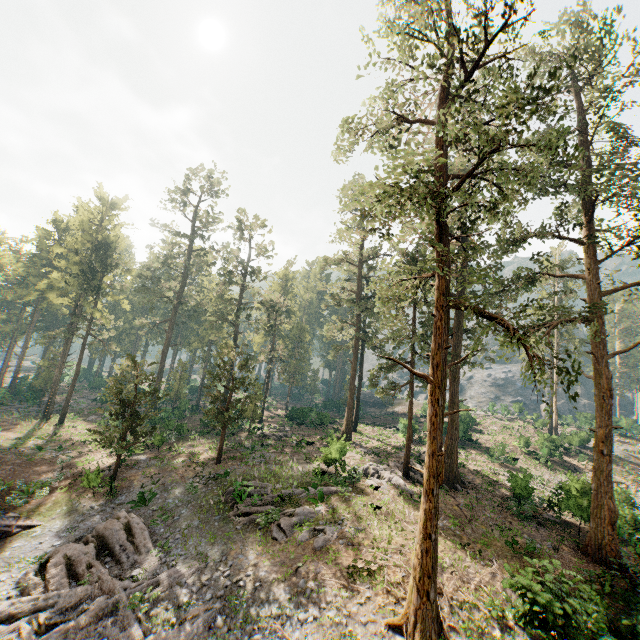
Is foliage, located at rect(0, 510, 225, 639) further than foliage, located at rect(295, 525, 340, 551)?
No

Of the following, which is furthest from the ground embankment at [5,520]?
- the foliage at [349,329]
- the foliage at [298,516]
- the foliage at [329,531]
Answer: the foliage at [329,531]

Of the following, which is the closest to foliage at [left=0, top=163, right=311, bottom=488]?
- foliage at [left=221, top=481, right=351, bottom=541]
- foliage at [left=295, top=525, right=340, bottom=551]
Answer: foliage at [left=221, top=481, right=351, bottom=541]

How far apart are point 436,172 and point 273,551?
19.72m

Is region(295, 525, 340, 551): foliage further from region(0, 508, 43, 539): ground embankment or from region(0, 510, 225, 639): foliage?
region(0, 508, 43, 539): ground embankment

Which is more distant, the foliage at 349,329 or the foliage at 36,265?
the foliage at 36,265

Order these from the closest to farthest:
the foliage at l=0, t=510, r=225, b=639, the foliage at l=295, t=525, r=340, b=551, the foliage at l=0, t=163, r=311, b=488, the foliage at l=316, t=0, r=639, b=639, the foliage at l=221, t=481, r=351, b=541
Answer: the foliage at l=316, t=0, r=639, b=639 < the foliage at l=0, t=510, r=225, b=639 < the foliage at l=295, t=525, r=340, b=551 < the foliage at l=221, t=481, r=351, b=541 < the foliage at l=0, t=163, r=311, b=488
